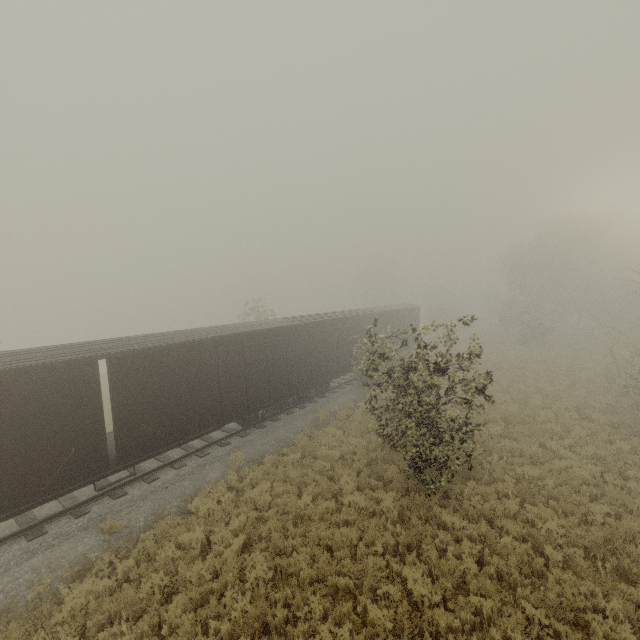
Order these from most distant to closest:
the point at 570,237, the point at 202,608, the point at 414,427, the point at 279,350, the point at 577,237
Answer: the point at 570,237, the point at 577,237, the point at 279,350, the point at 414,427, the point at 202,608

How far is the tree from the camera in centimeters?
3114cm

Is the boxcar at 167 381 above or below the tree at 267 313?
below

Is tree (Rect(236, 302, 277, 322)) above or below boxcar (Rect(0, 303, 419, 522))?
above

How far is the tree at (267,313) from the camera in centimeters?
3114cm

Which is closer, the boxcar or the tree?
the boxcar
